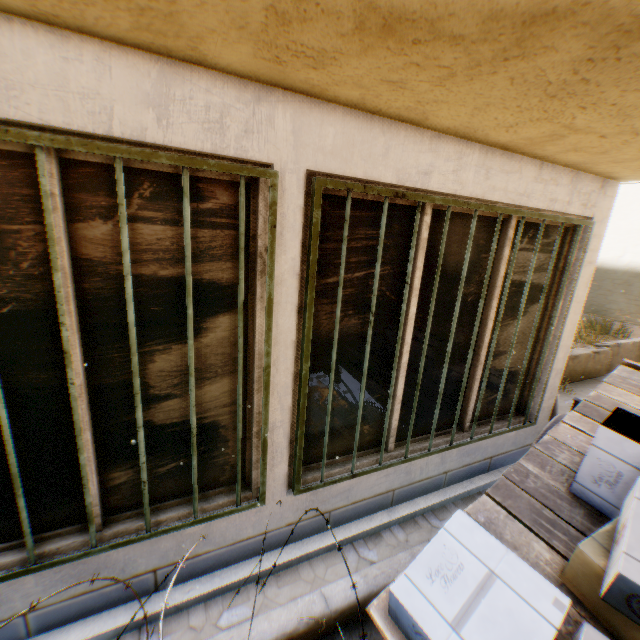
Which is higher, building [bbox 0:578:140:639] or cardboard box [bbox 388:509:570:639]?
cardboard box [bbox 388:509:570:639]

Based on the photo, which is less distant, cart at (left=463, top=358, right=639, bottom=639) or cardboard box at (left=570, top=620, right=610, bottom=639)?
cardboard box at (left=570, top=620, right=610, bottom=639)

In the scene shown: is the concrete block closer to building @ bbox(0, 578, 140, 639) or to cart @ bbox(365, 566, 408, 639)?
building @ bbox(0, 578, 140, 639)

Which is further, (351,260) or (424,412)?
(424,412)

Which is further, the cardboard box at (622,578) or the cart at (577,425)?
the cart at (577,425)

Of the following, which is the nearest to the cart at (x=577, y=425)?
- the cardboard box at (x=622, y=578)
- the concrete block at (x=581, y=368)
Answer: the cardboard box at (x=622, y=578)
